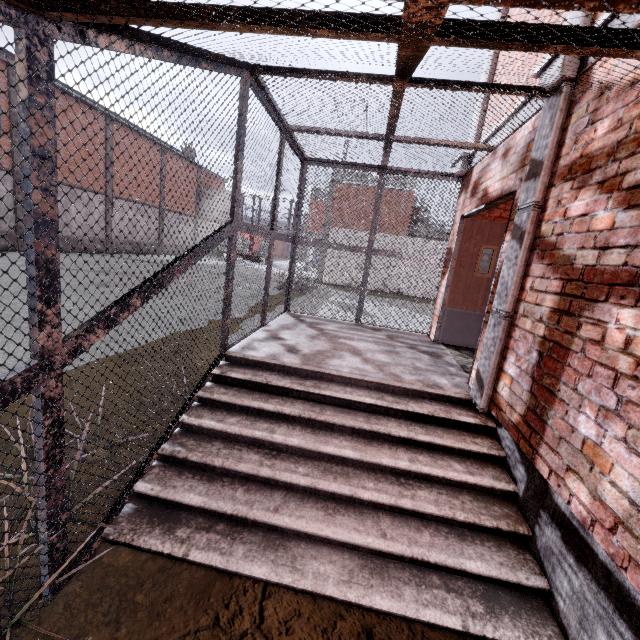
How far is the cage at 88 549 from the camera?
1.82m

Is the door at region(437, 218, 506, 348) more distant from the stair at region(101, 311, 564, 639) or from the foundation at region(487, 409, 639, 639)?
the foundation at region(487, 409, 639, 639)

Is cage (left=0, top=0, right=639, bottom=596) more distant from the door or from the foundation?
the door

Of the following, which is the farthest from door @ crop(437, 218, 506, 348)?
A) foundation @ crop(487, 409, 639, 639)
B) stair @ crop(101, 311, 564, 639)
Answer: foundation @ crop(487, 409, 639, 639)

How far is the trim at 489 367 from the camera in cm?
267

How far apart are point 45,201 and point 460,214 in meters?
5.5

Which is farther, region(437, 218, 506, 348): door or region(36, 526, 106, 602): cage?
region(437, 218, 506, 348): door

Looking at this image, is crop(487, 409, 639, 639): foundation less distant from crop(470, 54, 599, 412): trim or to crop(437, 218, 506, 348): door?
crop(470, 54, 599, 412): trim
